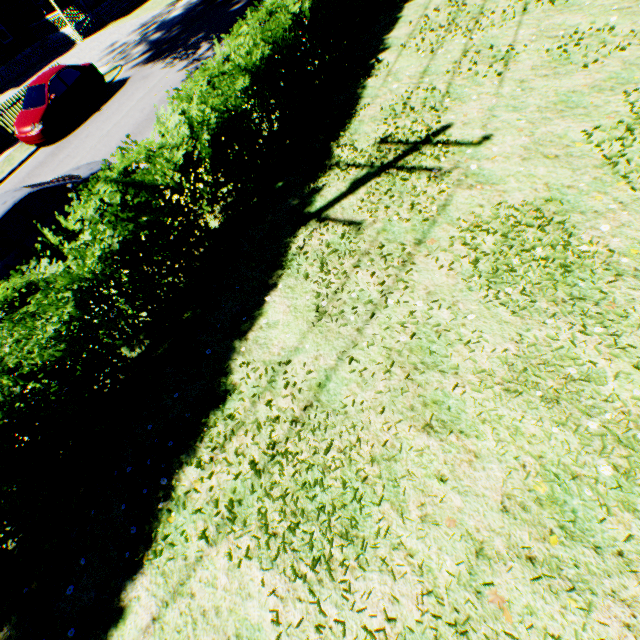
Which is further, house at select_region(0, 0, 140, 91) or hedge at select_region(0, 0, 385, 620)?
house at select_region(0, 0, 140, 91)

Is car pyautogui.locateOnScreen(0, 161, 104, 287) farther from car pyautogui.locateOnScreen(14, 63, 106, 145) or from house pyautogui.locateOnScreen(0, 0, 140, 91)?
house pyautogui.locateOnScreen(0, 0, 140, 91)

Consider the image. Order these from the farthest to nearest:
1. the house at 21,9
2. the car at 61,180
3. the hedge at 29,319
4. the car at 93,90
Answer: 1. the house at 21,9
2. the car at 93,90
3. the car at 61,180
4. the hedge at 29,319

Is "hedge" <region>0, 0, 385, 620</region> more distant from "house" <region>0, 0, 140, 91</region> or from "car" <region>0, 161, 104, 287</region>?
"house" <region>0, 0, 140, 91</region>

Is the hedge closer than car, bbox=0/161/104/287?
Yes

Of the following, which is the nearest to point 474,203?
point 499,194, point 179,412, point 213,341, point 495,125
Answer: point 499,194

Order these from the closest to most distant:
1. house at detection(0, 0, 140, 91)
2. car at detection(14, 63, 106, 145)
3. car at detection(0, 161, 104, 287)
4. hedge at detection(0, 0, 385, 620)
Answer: hedge at detection(0, 0, 385, 620)
car at detection(0, 161, 104, 287)
car at detection(14, 63, 106, 145)
house at detection(0, 0, 140, 91)

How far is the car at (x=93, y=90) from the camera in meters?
13.4
